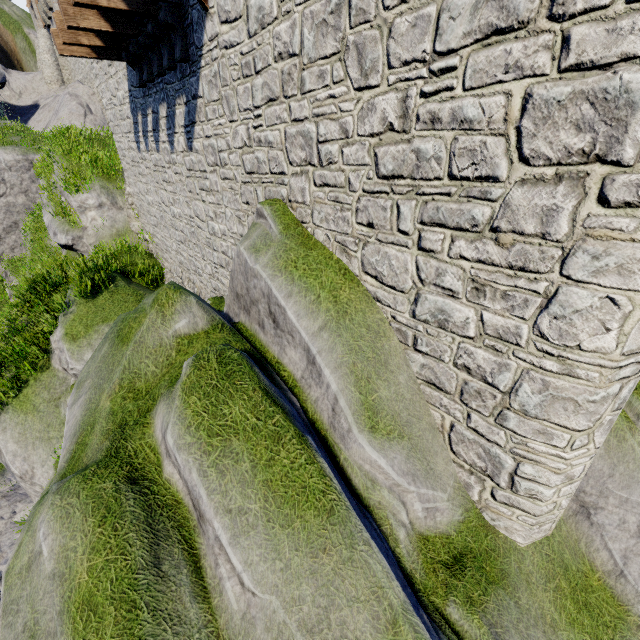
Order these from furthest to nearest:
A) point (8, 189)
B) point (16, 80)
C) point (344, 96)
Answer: point (16, 80) < point (8, 189) < point (344, 96)
